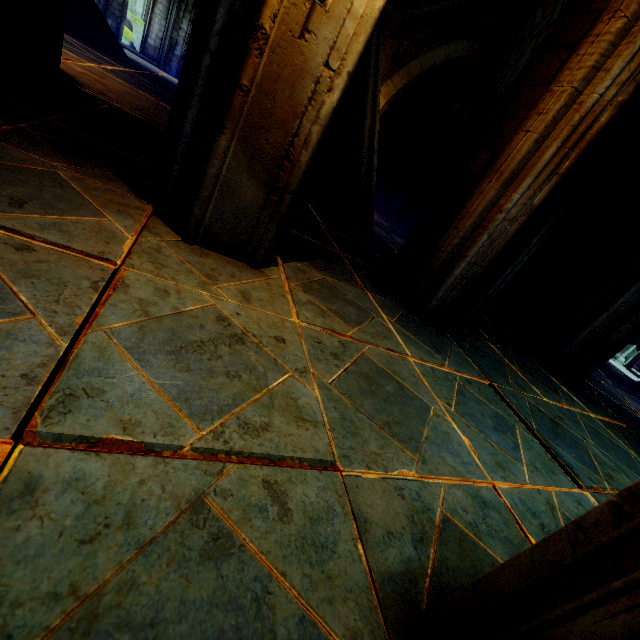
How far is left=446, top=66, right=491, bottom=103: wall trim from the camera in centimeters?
1262cm

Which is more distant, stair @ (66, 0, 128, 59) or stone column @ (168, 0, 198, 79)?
stone column @ (168, 0, 198, 79)

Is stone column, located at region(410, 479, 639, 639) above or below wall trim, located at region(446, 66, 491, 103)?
below

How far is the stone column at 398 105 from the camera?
16.34m

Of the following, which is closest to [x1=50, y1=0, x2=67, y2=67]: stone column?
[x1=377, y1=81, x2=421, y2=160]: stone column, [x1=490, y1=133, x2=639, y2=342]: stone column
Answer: [x1=490, y1=133, x2=639, y2=342]: stone column

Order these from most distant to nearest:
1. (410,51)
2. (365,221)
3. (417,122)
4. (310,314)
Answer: (417,122), (410,51), (365,221), (310,314)

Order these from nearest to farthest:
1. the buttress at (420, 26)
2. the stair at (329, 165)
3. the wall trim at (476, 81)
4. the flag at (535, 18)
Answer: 1. the stair at (329, 165)
2. the flag at (535, 18)
3. the buttress at (420, 26)
4. the wall trim at (476, 81)

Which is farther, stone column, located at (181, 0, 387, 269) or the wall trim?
the wall trim
